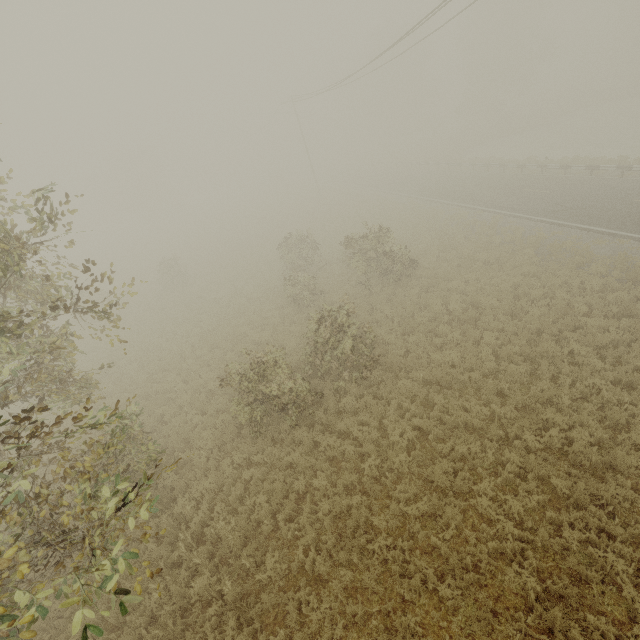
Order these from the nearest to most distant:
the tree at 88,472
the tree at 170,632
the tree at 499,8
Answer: the tree at 88,472
the tree at 170,632
the tree at 499,8

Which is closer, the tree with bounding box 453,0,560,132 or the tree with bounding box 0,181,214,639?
the tree with bounding box 0,181,214,639

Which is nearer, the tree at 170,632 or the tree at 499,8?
the tree at 170,632

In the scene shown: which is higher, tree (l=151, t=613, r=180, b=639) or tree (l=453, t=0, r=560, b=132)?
tree (l=453, t=0, r=560, b=132)

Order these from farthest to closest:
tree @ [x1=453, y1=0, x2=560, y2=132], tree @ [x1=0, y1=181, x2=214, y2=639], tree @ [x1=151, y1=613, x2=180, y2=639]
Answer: tree @ [x1=453, y1=0, x2=560, y2=132] → tree @ [x1=151, y1=613, x2=180, y2=639] → tree @ [x1=0, y1=181, x2=214, y2=639]

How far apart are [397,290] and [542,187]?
15.8m

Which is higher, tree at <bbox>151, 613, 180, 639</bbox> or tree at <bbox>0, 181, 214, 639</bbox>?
tree at <bbox>0, 181, 214, 639</bbox>
